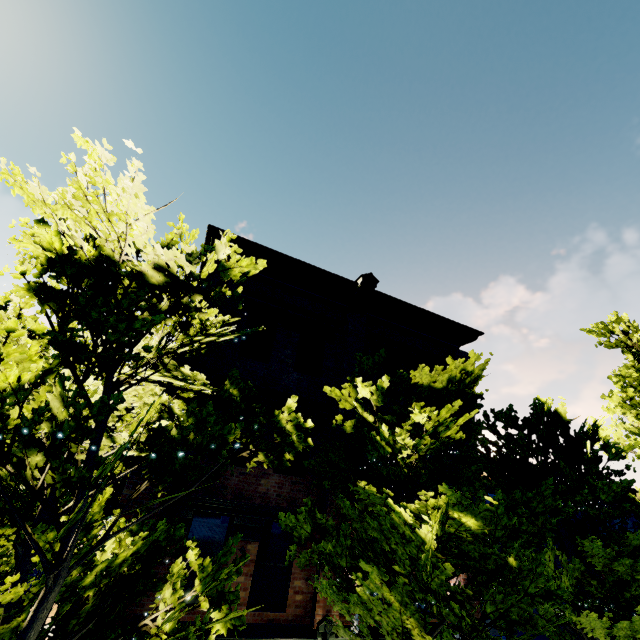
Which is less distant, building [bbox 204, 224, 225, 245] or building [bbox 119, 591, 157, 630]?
building [bbox 119, 591, 157, 630]

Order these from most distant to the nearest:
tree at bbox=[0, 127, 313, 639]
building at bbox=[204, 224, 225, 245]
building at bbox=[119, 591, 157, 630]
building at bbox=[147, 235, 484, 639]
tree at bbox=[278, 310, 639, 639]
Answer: building at bbox=[204, 224, 225, 245]
building at bbox=[147, 235, 484, 639]
building at bbox=[119, 591, 157, 630]
tree at bbox=[278, 310, 639, 639]
tree at bbox=[0, 127, 313, 639]

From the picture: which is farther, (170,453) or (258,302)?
(258,302)

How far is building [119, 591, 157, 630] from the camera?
6.6m

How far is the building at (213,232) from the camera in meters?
10.4 m
